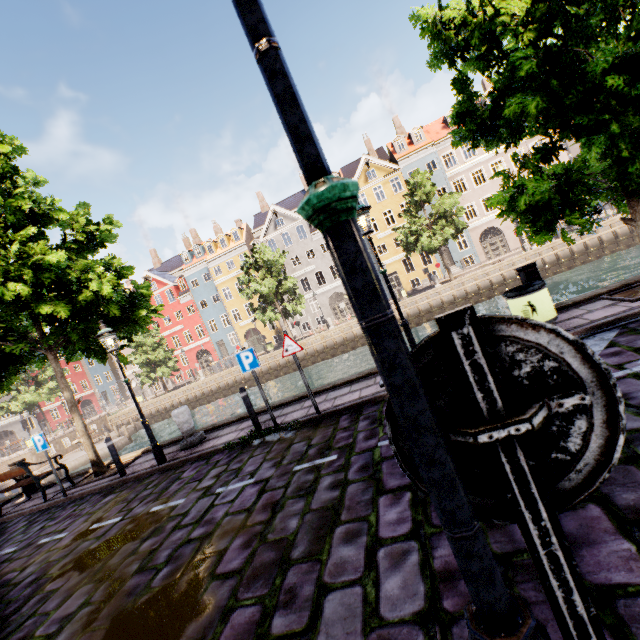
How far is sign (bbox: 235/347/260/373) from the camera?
7.2 meters

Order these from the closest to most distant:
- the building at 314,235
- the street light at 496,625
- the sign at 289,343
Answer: the street light at 496,625, the sign at 289,343, the building at 314,235

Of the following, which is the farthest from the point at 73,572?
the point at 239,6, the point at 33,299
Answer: the point at 239,6

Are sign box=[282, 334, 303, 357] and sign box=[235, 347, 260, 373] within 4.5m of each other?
yes

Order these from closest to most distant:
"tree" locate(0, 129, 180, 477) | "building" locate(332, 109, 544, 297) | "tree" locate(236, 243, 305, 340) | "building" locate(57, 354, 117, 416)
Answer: "tree" locate(0, 129, 180, 477), "tree" locate(236, 243, 305, 340), "building" locate(332, 109, 544, 297), "building" locate(57, 354, 117, 416)

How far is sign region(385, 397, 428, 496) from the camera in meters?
0.9 m

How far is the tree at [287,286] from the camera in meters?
29.0

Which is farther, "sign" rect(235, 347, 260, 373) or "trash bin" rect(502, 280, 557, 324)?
"sign" rect(235, 347, 260, 373)
